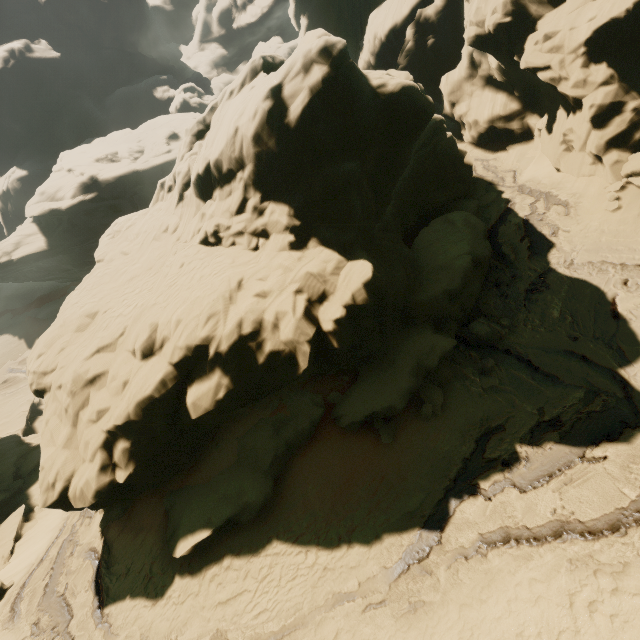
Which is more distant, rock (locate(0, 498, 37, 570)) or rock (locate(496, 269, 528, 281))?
rock (locate(0, 498, 37, 570))

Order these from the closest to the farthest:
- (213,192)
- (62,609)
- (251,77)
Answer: (62,609) < (213,192) < (251,77)

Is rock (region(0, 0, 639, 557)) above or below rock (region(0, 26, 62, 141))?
below

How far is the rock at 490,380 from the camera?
11.4 meters

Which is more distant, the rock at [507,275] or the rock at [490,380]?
the rock at [507,275]
